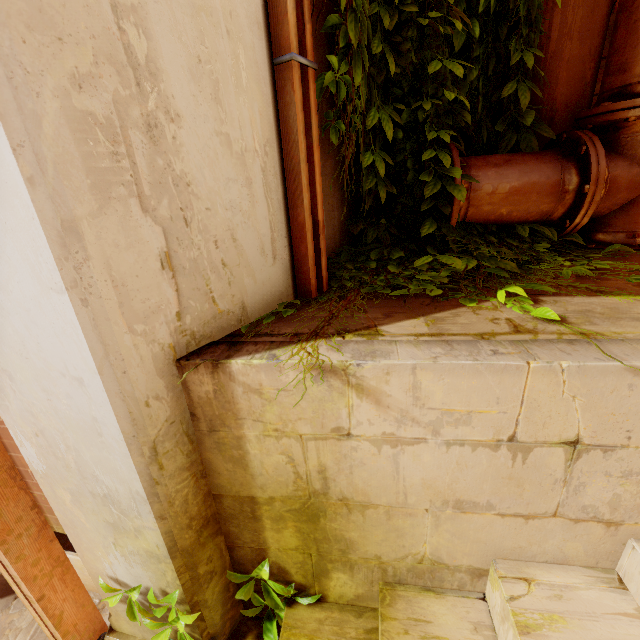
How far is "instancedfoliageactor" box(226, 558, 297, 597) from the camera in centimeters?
158cm

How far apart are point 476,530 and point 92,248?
1.7 meters

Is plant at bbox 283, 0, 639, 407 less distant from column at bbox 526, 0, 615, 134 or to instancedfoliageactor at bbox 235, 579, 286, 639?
column at bbox 526, 0, 615, 134

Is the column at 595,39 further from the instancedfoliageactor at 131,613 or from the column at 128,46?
the instancedfoliageactor at 131,613

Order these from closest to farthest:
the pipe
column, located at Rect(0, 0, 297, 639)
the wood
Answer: column, located at Rect(0, 0, 297, 639) → the wood → the pipe

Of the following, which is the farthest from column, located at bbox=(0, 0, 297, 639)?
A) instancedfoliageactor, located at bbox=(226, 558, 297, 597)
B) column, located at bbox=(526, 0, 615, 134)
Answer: column, located at bbox=(526, 0, 615, 134)

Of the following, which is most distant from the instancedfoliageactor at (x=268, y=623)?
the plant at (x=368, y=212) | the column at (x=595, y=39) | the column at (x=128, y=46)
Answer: the column at (x=595, y=39)

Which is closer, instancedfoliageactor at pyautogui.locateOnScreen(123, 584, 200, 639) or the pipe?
instancedfoliageactor at pyautogui.locateOnScreen(123, 584, 200, 639)
